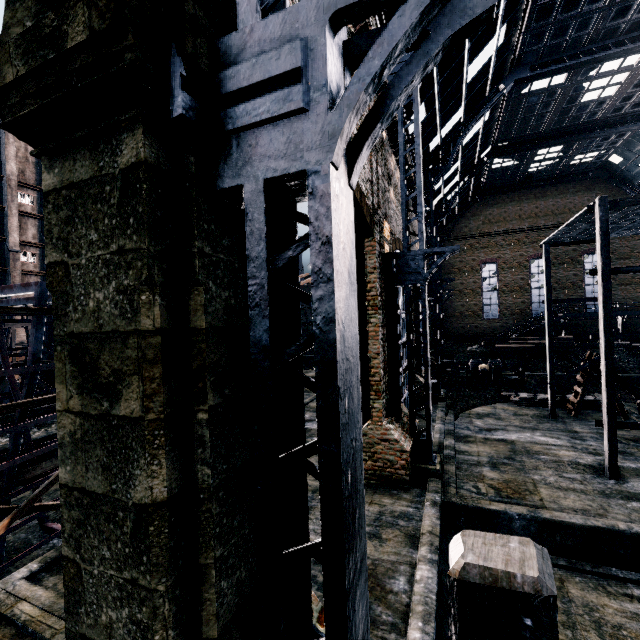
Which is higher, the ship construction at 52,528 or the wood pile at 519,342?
the wood pile at 519,342

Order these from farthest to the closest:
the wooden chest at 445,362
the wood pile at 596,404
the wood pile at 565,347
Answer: the wood pile at 565,347
the wooden chest at 445,362
the wood pile at 596,404

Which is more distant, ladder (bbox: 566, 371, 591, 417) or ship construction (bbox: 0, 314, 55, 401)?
ladder (bbox: 566, 371, 591, 417)

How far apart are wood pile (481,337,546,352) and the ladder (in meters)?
15.96

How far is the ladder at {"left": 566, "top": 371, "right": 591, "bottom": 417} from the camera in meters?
21.2

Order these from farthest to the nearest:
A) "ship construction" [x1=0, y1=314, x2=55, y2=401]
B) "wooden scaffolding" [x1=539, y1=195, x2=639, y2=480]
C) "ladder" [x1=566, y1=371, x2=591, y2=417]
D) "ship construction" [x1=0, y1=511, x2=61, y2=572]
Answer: "ladder" [x1=566, y1=371, x2=591, y2=417], "wooden scaffolding" [x1=539, y1=195, x2=639, y2=480], "ship construction" [x1=0, y1=511, x2=61, y2=572], "ship construction" [x1=0, y1=314, x2=55, y2=401]

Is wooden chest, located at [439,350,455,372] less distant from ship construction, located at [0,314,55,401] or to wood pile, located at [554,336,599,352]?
wood pile, located at [554,336,599,352]

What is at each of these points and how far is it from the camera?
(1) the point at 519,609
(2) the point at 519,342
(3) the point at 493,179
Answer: (1) wooden scaffolding, 1.81m
(2) wood pile, 36.94m
(3) building, 42.81m
